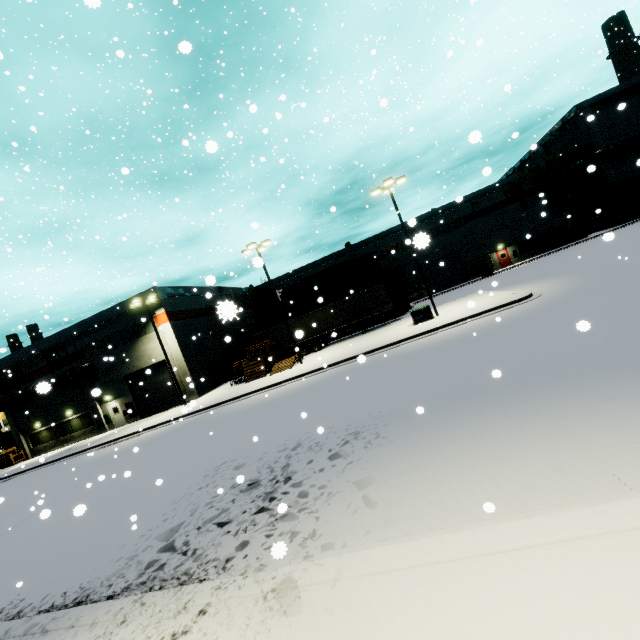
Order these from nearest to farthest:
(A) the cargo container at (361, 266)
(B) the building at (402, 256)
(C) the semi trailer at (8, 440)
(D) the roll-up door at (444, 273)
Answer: (A) the cargo container at (361, 266) < (C) the semi trailer at (8, 440) < (D) the roll-up door at (444, 273) < (B) the building at (402, 256)

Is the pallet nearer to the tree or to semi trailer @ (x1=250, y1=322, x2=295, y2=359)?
semi trailer @ (x1=250, y1=322, x2=295, y2=359)

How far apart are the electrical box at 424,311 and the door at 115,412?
28.6 meters

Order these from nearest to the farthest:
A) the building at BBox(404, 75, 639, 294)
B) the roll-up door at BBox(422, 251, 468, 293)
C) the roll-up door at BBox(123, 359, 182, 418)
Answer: the roll-up door at BBox(123, 359, 182, 418), the building at BBox(404, 75, 639, 294), the roll-up door at BBox(422, 251, 468, 293)

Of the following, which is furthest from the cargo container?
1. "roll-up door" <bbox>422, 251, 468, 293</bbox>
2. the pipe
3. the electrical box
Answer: the pipe

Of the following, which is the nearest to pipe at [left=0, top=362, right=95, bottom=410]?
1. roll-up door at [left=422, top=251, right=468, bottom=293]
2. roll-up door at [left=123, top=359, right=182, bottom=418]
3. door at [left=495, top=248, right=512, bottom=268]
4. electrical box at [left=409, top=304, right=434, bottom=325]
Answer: roll-up door at [left=123, top=359, right=182, bottom=418]

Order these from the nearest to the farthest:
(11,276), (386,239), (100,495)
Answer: (100,495), (11,276), (386,239)

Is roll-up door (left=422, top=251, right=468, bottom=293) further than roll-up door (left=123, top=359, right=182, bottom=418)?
Yes
